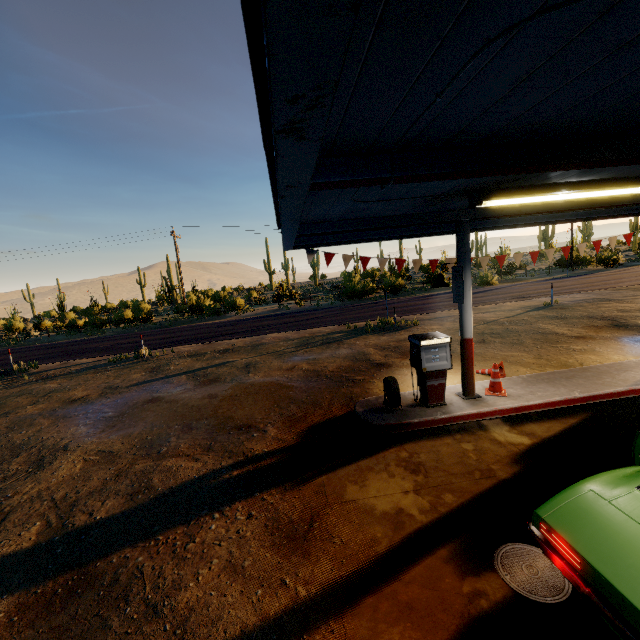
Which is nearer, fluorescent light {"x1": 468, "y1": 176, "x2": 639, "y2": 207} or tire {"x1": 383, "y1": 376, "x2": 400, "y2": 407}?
fluorescent light {"x1": 468, "y1": 176, "x2": 639, "y2": 207}

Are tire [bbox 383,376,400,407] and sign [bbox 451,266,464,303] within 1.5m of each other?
no

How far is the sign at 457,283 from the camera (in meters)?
6.73

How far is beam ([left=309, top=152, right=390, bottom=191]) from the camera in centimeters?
273cm

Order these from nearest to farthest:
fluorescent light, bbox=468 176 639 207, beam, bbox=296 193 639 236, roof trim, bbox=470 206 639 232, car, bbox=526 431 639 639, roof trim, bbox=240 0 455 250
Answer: roof trim, bbox=240 0 455 250
car, bbox=526 431 639 639
fluorescent light, bbox=468 176 639 207
beam, bbox=296 193 639 236
roof trim, bbox=470 206 639 232

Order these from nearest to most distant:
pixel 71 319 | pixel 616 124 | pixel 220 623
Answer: pixel 616 124, pixel 220 623, pixel 71 319

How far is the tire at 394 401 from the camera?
6.7 meters

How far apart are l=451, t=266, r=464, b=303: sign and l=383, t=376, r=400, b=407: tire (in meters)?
2.14
